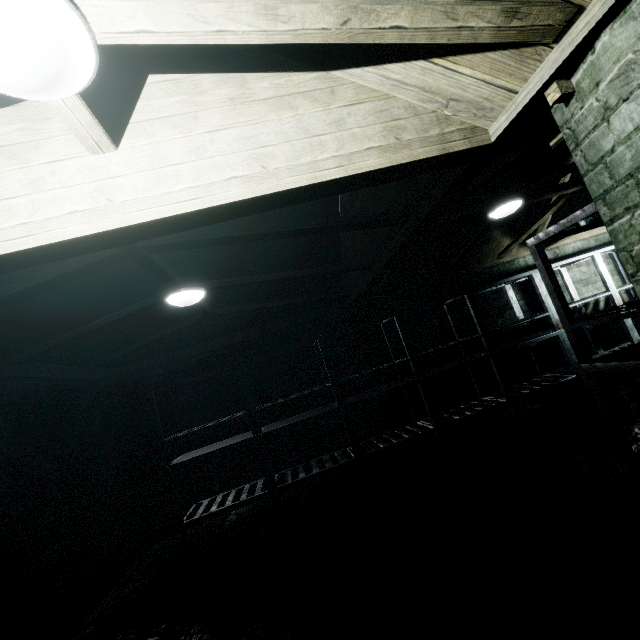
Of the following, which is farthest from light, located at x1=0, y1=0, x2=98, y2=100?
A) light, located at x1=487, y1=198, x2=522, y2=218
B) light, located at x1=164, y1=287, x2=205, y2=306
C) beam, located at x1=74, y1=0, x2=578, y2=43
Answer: light, located at x1=487, y1=198, x2=522, y2=218

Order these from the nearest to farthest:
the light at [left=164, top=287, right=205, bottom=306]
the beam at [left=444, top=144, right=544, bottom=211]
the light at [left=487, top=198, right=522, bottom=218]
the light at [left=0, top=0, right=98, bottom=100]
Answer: the light at [left=0, top=0, right=98, bottom=100] < the beam at [left=444, top=144, right=544, bottom=211] < the light at [left=164, top=287, right=205, bottom=306] < the light at [left=487, top=198, right=522, bottom=218]

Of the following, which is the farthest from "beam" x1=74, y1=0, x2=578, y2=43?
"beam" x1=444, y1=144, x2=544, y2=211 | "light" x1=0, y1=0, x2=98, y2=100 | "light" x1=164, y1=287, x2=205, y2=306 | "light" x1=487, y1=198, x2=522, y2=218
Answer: "light" x1=487, y1=198, x2=522, y2=218

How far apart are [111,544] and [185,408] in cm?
147

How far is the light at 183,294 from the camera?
2.7m

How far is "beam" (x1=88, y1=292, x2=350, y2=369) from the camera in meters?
3.6

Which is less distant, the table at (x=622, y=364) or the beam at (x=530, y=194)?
the table at (x=622, y=364)

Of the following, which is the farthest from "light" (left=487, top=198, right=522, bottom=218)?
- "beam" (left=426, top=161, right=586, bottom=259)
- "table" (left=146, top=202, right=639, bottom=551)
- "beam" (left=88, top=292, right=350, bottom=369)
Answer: "beam" (left=88, top=292, right=350, bottom=369)
